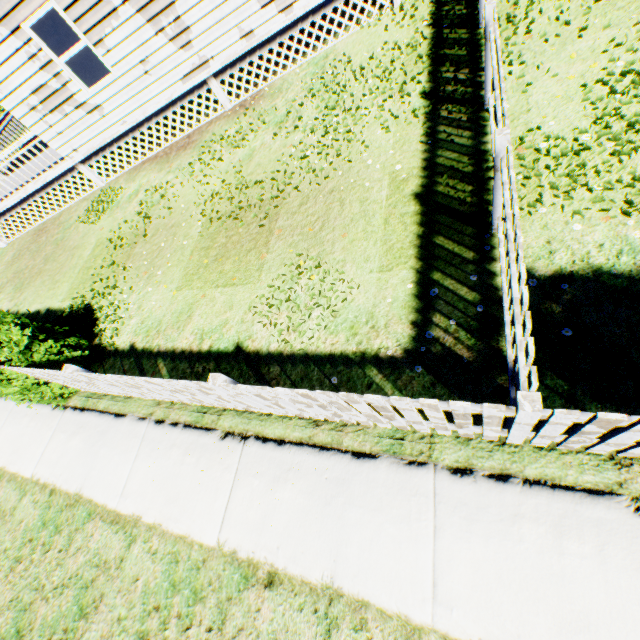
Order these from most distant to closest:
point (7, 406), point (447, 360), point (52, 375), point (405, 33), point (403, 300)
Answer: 1. point (405, 33)
2. point (7, 406)
3. point (52, 375)
4. point (403, 300)
5. point (447, 360)

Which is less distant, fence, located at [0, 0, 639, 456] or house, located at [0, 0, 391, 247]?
fence, located at [0, 0, 639, 456]

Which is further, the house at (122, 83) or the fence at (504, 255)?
the house at (122, 83)
